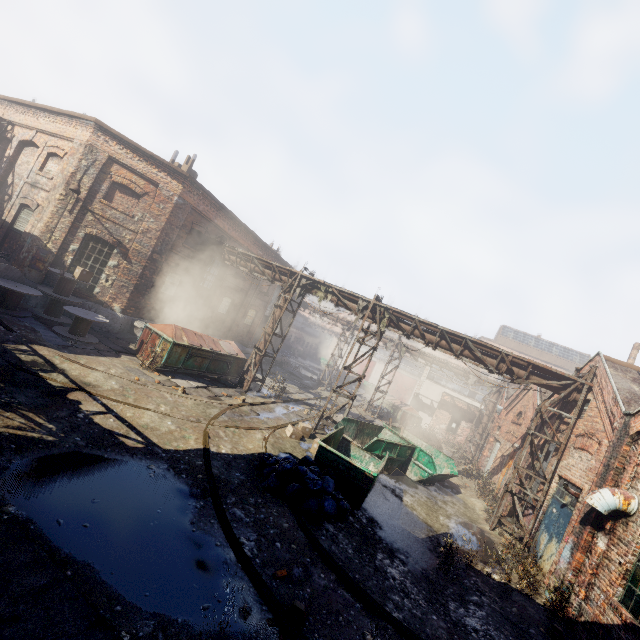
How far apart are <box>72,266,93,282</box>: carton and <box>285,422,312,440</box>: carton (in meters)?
10.51

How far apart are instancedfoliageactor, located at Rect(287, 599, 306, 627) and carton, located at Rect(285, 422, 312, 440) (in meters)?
7.47

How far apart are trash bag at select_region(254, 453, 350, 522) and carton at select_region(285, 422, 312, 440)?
3.0 meters

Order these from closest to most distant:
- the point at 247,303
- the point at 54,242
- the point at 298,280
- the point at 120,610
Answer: the point at 120,610 → the point at 54,242 → the point at 298,280 → the point at 247,303

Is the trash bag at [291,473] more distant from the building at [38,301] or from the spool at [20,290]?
the spool at [20,290]

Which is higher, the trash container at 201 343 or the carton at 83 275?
the carton at 83 275

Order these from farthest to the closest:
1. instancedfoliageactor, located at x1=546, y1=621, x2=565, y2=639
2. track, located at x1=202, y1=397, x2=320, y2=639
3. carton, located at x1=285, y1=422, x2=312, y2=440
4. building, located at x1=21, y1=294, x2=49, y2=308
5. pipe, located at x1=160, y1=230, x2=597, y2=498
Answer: building, located at x1=21, y1=294, x2=49, y2=308
carton, located at x1=285, y1=422, x2=312, y2=440
pipe, located at x1=160, y1=230, x2=597, y2=498
instancedfoliageactor, located at x1=546, y1=621, x2=565, y2=639
track, located at x1=202, y1=397, x2=320, y2=639

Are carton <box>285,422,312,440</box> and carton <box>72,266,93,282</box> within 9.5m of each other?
no
